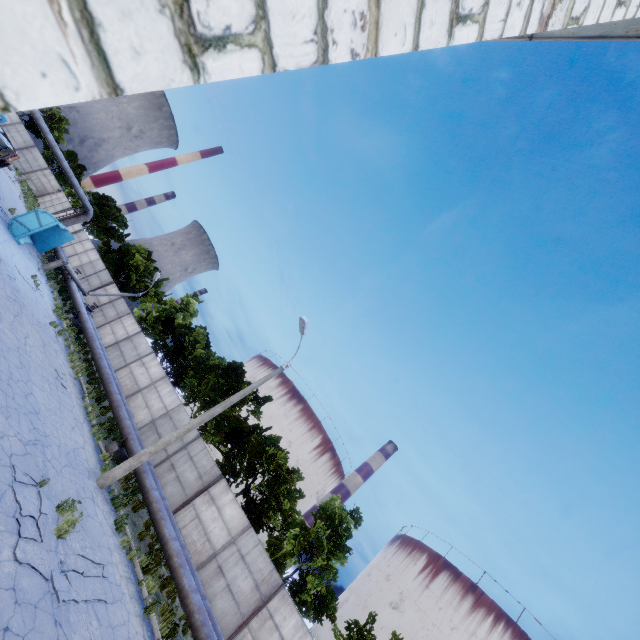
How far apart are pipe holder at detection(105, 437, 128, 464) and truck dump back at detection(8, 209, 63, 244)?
16.2m

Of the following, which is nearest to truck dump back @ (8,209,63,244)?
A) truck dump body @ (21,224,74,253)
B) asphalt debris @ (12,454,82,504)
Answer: truck dump body @ (21,224,74,253)

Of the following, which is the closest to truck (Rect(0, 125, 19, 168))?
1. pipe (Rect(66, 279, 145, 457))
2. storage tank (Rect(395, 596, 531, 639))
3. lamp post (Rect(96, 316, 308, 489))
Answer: pipe (Rect(66, 279, 145, 457))

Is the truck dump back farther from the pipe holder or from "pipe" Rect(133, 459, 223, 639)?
the pipe holder

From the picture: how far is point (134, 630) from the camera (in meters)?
9.09

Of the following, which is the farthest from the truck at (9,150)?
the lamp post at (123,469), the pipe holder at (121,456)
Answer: the lamp post at (123,469)

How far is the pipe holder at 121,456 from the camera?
15.2 meters

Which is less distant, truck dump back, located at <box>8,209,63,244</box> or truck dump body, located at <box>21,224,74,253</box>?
truck dump back, located at <box>8,209,63,244</box>
